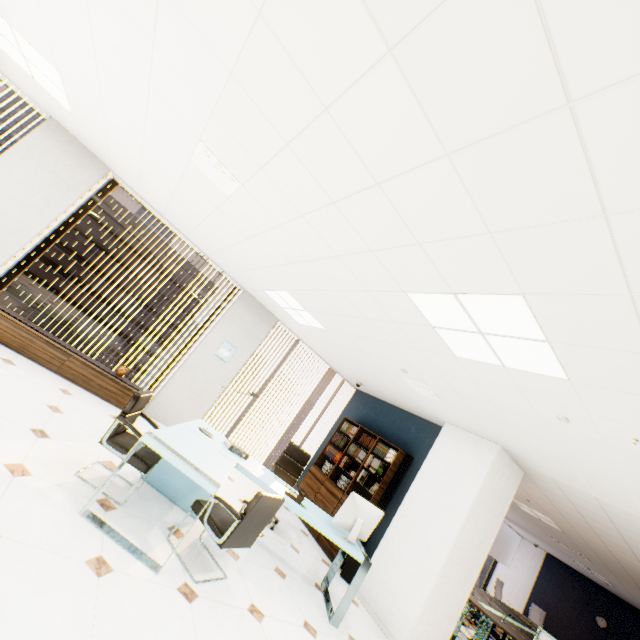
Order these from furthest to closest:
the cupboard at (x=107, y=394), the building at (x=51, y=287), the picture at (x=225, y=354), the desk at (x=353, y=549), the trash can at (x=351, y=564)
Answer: the building at (x=51, y=287) < the picture at (x=225, y=354) < the trash can at (x=351, y=564) < the cupboard at (x=107, y=394) < the desk at (x=353, y=549)

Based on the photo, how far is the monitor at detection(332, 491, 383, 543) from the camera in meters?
4.0

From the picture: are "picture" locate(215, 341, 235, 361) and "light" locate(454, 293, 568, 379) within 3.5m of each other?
no

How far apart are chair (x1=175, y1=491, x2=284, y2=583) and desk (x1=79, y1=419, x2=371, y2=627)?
0.1 meters

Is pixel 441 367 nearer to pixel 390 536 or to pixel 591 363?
pixel 591 363

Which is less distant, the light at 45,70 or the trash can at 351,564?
the light at 45,70

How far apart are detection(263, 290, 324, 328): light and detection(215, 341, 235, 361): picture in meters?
1.5 m

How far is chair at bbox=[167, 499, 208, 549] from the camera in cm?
301
